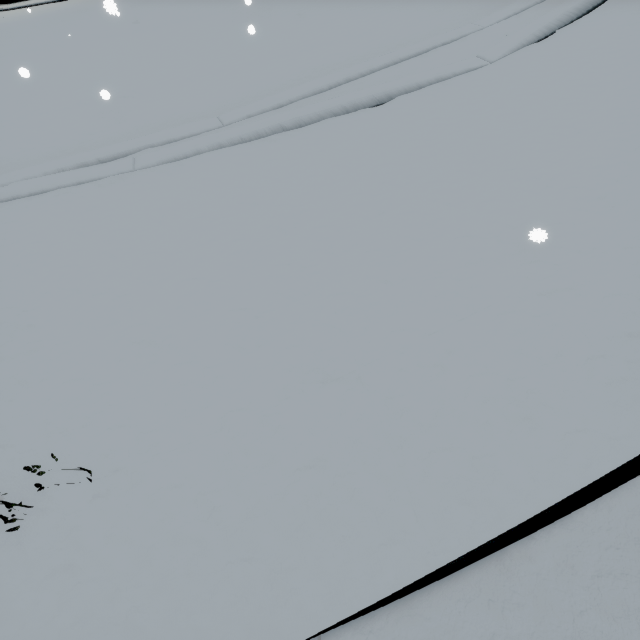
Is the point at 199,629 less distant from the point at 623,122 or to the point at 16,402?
the point at 16,402
